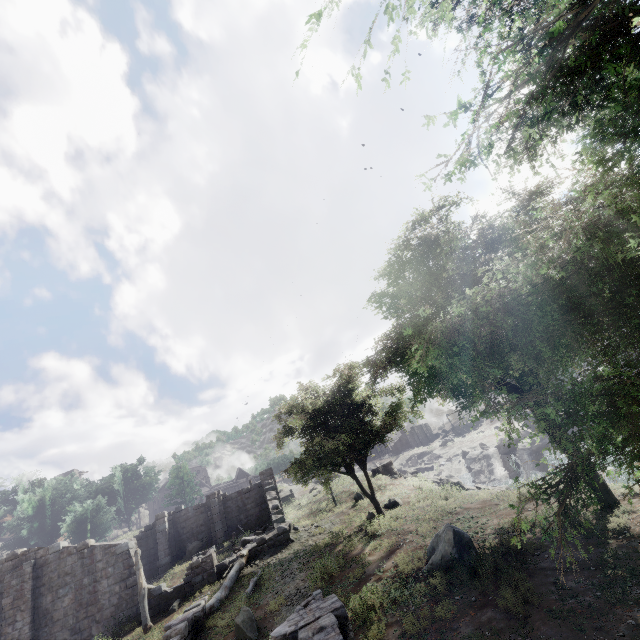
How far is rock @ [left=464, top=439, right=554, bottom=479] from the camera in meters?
39.7 m

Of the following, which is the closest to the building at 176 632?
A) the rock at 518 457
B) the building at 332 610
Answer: the building at 332 610

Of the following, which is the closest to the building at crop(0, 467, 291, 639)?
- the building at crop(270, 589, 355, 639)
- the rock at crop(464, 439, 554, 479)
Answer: the building at crop(270, 589, 355, 639)

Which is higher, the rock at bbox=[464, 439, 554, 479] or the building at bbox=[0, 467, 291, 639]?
the building at bbox=[0, 467, 291, 639]

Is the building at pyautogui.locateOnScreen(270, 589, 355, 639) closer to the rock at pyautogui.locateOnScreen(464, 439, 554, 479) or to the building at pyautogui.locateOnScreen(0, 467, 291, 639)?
the building at pyautogui.locateOnScreen(0, 467, 291, 639)

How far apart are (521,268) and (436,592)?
10.5 meters

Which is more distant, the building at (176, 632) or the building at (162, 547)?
the building at (162, 547)
